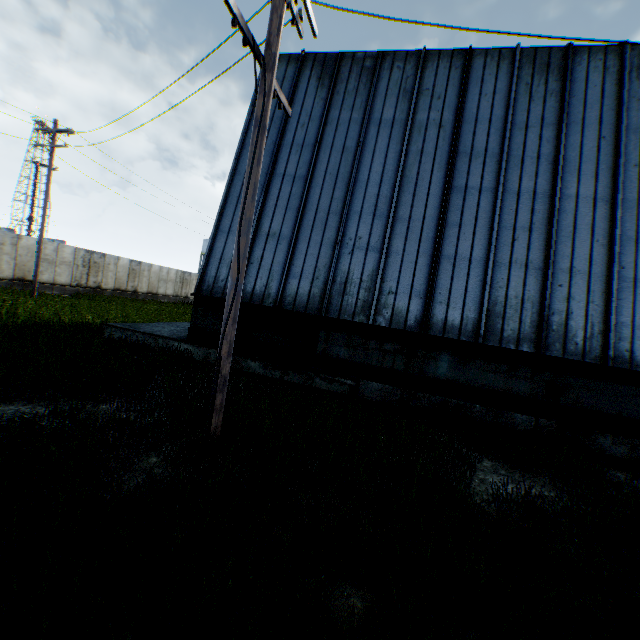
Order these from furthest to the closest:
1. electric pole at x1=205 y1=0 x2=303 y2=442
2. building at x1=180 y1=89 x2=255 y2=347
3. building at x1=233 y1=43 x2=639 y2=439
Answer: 1. building at x1=180 y1=89 x2=255 y2=347
2. building at x1=233 y1=43 x2=639 y2=439
3. electric pole at x1=205 y1=0 x2=303 y2=442

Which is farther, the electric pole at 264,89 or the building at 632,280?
the building at 632,280

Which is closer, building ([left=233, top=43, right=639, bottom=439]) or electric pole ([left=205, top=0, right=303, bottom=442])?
electric pole ([left=205, top=0, right=303, bottom=442])

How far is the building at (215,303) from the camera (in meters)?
10.30

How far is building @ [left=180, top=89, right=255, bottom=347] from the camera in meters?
10.3

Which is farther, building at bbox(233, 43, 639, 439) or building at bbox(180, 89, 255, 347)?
building at bbox(180, 89, 255, 347)

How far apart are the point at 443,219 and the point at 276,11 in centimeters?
652cm
